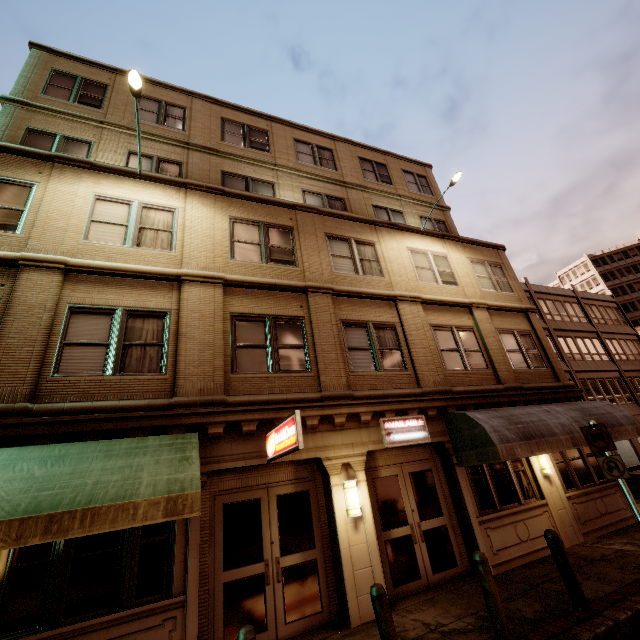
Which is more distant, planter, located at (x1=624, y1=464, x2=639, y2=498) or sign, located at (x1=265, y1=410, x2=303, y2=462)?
planter, located at (x1=624, y1=464, x2=639, y2=498)

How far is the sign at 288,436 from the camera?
5.59m

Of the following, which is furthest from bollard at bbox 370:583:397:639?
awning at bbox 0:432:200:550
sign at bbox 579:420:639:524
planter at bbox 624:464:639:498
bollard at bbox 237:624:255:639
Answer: planter at bbox 624:464:639:498

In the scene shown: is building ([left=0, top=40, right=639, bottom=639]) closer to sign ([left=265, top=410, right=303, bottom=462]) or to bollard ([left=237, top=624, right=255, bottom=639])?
sign ([left=265, top=410, right=303, bottom=462])

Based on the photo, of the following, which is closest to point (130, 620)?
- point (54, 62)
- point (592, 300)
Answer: point (54, 62)

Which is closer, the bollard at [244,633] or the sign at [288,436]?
the bollard at [244,633]

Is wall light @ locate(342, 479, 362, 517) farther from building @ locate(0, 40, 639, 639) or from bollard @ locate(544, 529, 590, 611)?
bollard @ locate(544, 529, 590, 611)

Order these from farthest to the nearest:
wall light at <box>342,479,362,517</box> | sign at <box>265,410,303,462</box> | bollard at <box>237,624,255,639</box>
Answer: wall light at <box>342,479,362,517</box>, sign at <box>265,410,303,462</box>, bollard at <box>237,624,255,639</box>
